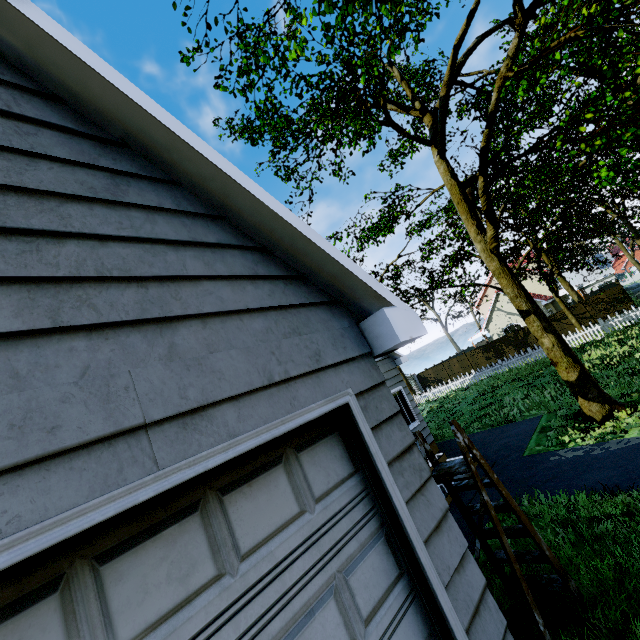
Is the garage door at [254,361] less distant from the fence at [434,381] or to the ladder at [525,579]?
the ladder at [525,579]

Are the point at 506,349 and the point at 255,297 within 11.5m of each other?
no

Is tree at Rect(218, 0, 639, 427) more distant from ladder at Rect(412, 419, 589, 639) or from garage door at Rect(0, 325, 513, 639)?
ladder at Rect(412, 419, 589, 639)

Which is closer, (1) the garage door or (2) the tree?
(1) the garage door

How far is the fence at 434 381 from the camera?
22.2m

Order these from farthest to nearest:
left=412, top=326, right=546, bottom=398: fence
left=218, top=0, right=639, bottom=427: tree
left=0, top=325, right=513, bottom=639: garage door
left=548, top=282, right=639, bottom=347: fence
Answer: left=412, top=326, right=546, bottom=398: fence < left=548, top=282, right=639, bottom=347: fence < left=218, top=0, right=639, bottom=427: tree < left=0, top=325, right=513, bottom=639: garage door

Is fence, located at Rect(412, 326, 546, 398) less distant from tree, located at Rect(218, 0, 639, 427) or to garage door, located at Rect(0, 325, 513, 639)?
tree, located at Rect(218, 0, 639, 427)

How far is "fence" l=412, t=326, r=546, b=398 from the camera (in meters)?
22.20
